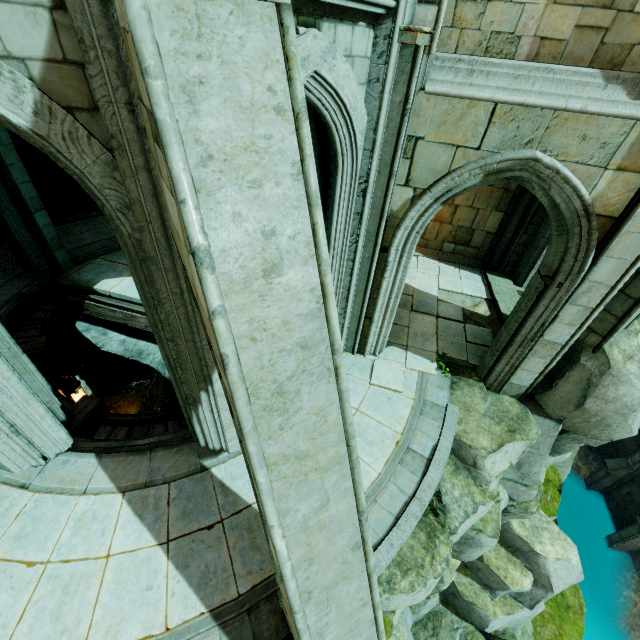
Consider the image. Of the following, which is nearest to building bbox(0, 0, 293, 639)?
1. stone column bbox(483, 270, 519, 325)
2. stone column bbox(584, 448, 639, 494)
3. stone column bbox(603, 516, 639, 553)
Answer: stone column bbox(483, 270, 519, 325)

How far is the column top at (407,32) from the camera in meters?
4.2

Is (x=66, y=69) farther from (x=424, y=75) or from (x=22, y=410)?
(x=22, y=410)

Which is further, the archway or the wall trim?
the archway

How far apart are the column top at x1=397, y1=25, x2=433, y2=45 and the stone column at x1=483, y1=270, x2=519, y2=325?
7.49m

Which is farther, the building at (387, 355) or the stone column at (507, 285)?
the stone column at (507, 285)

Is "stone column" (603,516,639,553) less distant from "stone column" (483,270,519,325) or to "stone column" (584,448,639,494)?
"stone column" (584,448,639,494)

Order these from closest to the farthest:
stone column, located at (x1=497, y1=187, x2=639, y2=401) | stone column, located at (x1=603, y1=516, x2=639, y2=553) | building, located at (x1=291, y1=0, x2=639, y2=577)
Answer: building, located at (x1=291, y1=0, x2=639, y2=577)
stone column, located at (x1=497, y1=187, x2=639, y2=401)
stone column, located at (x1=603, y1=516, x2=639, y2=553)
